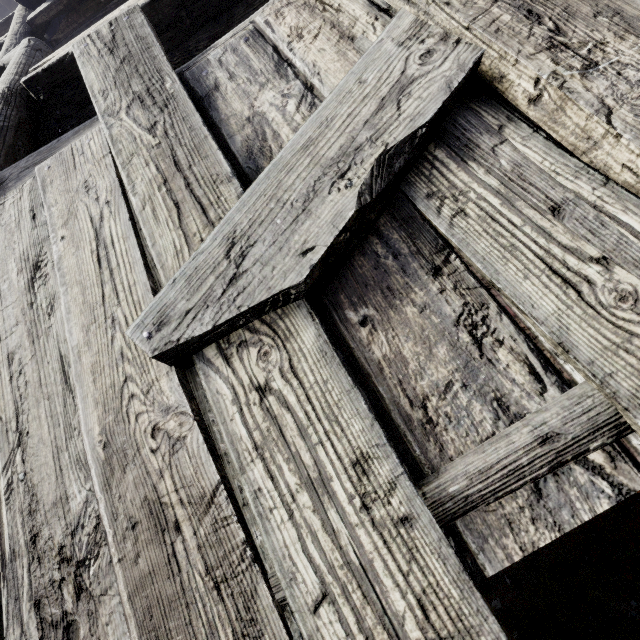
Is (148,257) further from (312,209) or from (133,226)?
(312,209)
